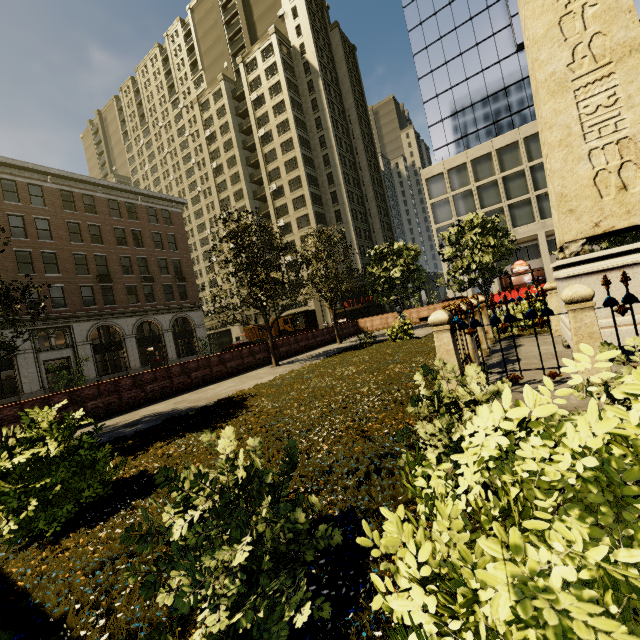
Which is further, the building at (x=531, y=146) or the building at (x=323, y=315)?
the building at (x=323, y=315)

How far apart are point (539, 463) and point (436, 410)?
2.1 meters

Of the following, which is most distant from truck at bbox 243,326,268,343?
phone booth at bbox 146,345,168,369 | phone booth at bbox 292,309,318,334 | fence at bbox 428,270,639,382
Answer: fence at bbox 428,270,639,382

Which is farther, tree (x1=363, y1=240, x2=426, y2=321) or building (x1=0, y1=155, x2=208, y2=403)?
building (x1=0, y1=155, x2=208, y2=403)

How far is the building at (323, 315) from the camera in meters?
46.0 m

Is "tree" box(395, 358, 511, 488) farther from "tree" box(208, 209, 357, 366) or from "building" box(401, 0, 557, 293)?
"building" box(401, 0, 557, 293)

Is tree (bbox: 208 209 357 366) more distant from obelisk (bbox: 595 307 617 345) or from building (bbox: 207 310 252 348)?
obelisk (bbox: 595 307 617 345)

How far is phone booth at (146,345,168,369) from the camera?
32.34m
